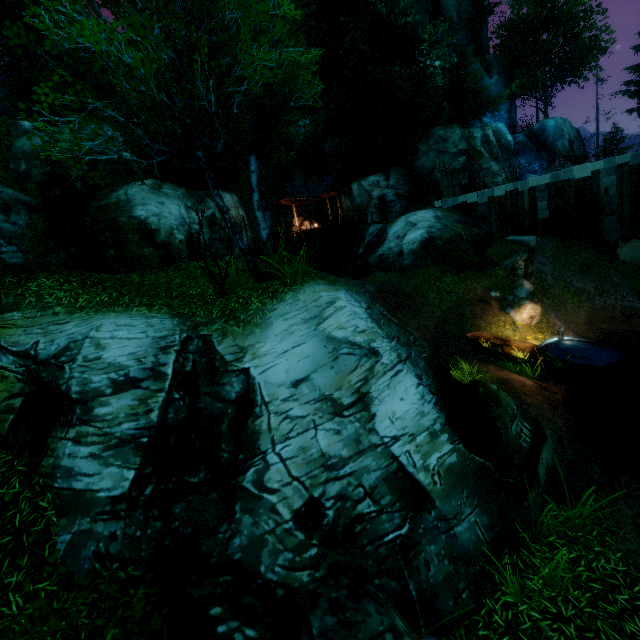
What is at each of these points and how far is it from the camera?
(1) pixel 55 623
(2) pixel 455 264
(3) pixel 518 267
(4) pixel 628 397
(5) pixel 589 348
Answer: (1) bush, 2.8m
(2) bush, 16.3m
(3) rock, 17.6m
(4) rock, 10.7m
(5) boat, 12.7m

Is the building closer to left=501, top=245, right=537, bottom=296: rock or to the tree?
the tree

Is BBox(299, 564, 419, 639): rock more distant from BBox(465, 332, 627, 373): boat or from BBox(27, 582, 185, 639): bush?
BBox(465, 332, 627, 373): boat

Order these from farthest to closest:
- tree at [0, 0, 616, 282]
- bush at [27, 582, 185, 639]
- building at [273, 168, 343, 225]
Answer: building at [273, 168, 343, 225], tree at [0, 0, 616, 282], bush at [27, 582, 185, 639]

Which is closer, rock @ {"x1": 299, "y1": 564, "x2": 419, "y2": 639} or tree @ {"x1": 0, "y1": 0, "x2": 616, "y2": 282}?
rock @ {"x1": 299, "y1": 564, "x2": 419, "y2": 639}

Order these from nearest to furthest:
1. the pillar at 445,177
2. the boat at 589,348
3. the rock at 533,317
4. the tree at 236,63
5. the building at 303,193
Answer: the tree at 236,63, the boat at 589,348, the rock at 533,317, the pillar at 445,177, the building at 303,193

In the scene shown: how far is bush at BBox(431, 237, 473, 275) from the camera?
16.2m

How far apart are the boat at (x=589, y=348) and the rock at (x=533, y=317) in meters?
1.5
